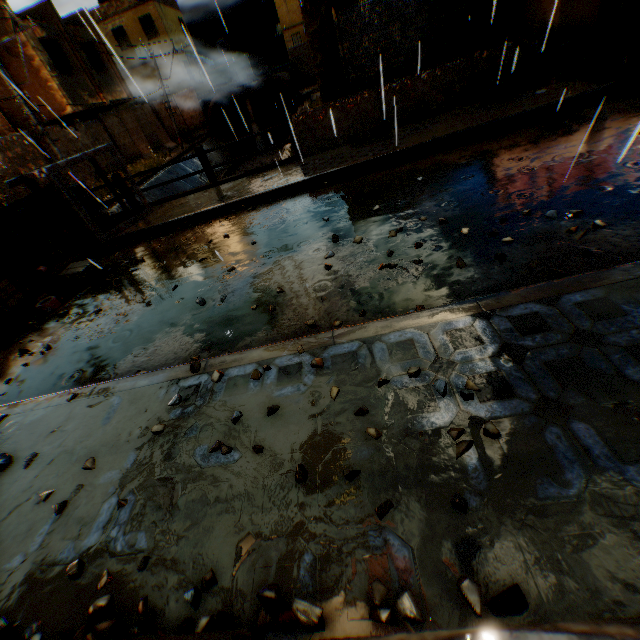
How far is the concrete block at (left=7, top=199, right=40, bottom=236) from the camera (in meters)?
7.21

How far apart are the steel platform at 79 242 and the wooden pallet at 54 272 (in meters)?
0.10

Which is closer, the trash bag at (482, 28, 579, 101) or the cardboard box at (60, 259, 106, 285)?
the cardboard box at (60, 259, 106, 285)

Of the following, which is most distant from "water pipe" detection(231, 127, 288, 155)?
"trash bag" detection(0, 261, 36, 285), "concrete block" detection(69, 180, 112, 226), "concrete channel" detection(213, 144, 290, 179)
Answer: "trash bag" detection(0, 261, 36, 285)

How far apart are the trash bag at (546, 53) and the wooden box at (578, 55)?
0.08m

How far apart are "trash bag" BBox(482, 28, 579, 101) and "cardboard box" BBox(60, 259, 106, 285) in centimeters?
748cm

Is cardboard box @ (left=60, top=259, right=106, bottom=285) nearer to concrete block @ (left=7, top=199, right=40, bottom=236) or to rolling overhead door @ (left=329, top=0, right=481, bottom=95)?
concrete block @ (left=7, top=199, right=40, bottom=236)

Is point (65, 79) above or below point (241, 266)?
above
